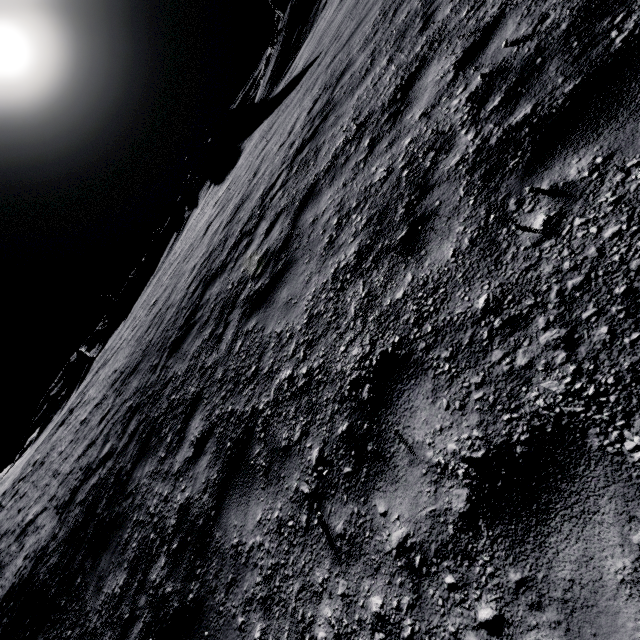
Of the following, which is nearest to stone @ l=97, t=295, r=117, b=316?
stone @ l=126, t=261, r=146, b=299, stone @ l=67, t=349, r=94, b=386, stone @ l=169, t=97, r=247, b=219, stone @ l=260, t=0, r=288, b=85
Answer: stone @ l=126, t=261, r=146, b=299

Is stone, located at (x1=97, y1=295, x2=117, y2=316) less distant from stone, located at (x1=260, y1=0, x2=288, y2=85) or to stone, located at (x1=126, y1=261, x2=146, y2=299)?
stone, located at (x1=126, y1=261, x2=146, y2=299)

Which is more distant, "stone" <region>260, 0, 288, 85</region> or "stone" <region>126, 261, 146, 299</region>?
"stone" <region>126, 261, 146, 299</region>

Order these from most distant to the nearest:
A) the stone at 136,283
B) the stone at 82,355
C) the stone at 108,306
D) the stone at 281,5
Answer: the stone at 108,306 → the stone at 136,283 → the stone at 82,355 → the stone at 281,5

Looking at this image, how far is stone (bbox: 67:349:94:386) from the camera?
46.04m

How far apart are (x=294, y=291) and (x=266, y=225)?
3.00m

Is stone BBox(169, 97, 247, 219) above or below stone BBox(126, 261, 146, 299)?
above

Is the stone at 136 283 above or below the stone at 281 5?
below
